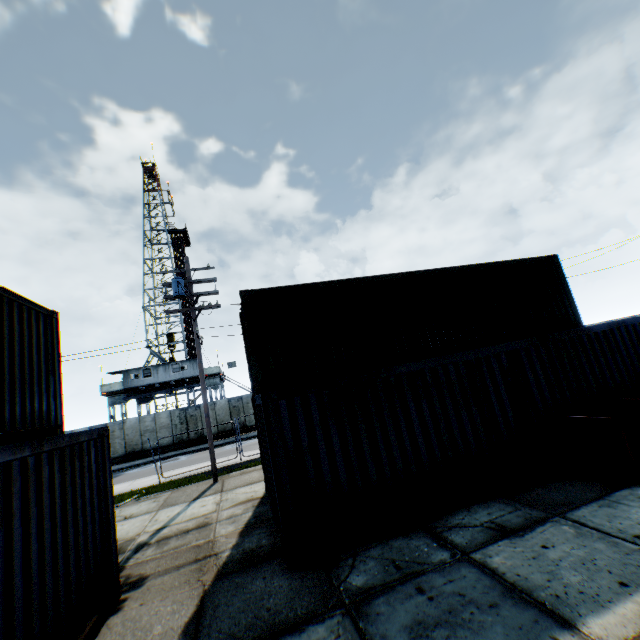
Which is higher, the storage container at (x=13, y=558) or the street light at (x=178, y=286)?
the street light at (x=178, y=286)

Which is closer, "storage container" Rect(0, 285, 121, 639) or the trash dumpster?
"storage container" Rect(0, 285, 121, 639)

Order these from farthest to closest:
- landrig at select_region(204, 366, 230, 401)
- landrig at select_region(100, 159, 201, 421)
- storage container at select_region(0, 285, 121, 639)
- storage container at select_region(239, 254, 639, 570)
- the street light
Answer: landrig at select_region(204, 366, 230, 401), landrig at select_region(100, 159, 201, 421), the street light, storage container at select_region(239, 254, 639, 570), storage container at select_region(0, 285, 121, 639)

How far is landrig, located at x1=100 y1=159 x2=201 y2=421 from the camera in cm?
3131

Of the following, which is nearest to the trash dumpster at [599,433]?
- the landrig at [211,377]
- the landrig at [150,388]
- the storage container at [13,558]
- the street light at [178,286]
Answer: the storage container at [13,558]

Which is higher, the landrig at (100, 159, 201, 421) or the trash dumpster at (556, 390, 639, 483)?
the landrig at (100, 159, 201, 421)

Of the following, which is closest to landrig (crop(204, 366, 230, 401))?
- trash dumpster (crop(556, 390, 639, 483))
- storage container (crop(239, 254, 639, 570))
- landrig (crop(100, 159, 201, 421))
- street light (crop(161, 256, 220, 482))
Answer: landrig (crop(100, 159, 201, 421))

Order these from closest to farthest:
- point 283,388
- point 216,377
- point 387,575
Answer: point 387,575
point 283,388
point 216,377
